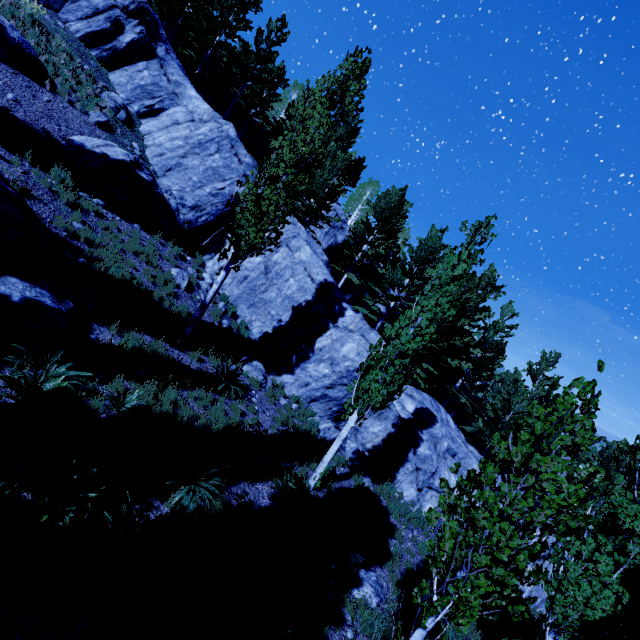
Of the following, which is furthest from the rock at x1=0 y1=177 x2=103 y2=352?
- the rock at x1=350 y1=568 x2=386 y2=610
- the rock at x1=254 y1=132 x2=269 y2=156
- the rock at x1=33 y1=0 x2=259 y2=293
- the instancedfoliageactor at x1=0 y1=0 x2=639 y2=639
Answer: the rock at x1=254 y1=132 x2=269 y2=156

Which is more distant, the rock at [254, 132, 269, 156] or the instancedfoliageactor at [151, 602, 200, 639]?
the rock at [254, 132, 269, 156]

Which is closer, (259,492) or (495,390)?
(259,492)

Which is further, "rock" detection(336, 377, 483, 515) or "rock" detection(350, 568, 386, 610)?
"rock" detection(336, 377, 483, 515)

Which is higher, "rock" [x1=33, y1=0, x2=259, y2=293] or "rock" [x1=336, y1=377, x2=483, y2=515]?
"rock" [x1=33, y1=0, x2=259, y2=293]

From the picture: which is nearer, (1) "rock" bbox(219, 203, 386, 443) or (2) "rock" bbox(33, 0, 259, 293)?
(2) "rock" bbox(33, 0, 259, 293)

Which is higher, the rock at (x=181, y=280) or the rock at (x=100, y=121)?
the rock at (x=100, y=121)

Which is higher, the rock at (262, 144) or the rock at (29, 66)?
the rock at (262, 144)
